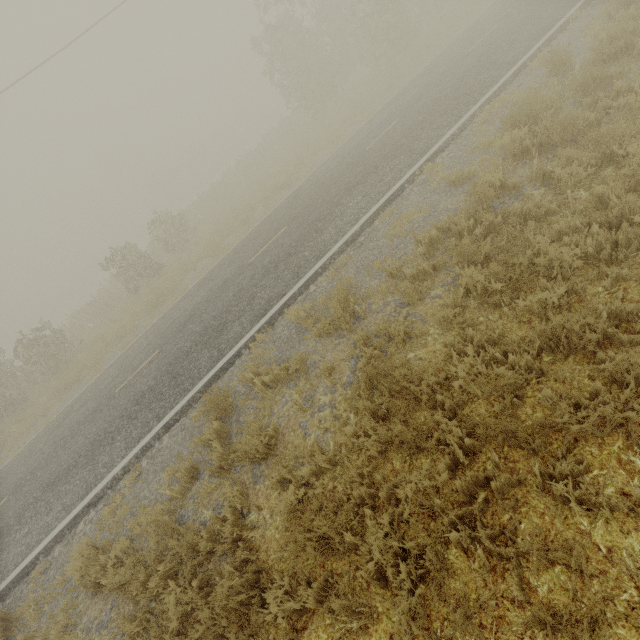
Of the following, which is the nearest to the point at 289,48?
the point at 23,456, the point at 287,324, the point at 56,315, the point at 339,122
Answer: the point at 339,122
